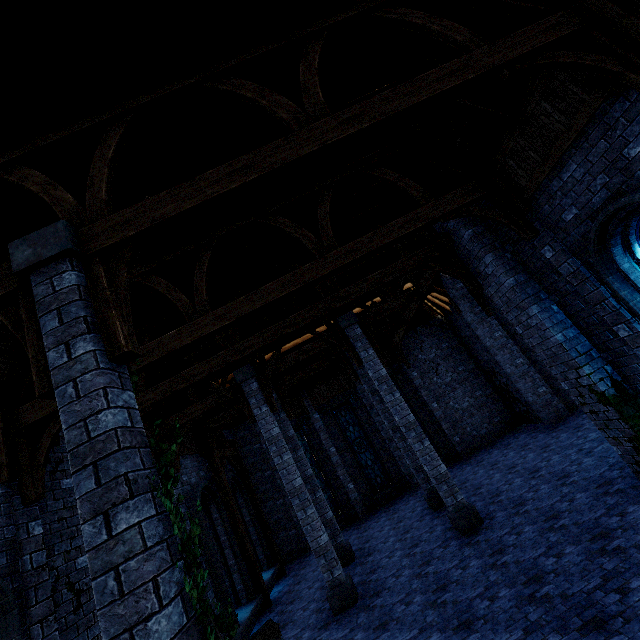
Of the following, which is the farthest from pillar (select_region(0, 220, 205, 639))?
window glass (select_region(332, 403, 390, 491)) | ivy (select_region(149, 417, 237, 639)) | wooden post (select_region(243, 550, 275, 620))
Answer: window glass (select_region(332, 403, 390, 491))

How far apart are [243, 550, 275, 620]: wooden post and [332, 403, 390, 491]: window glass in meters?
6.7

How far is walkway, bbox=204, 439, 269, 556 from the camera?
12.1 meters

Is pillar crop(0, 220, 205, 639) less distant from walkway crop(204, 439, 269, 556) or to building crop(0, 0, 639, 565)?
building crop(0, 0, 639, 565)

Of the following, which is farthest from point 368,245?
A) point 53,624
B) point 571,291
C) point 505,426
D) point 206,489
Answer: point 505,426

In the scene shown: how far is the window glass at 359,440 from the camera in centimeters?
1684cm

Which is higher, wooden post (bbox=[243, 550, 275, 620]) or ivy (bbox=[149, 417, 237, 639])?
ivy (bbox=[149, 417, 237, 639])

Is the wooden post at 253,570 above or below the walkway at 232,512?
below
